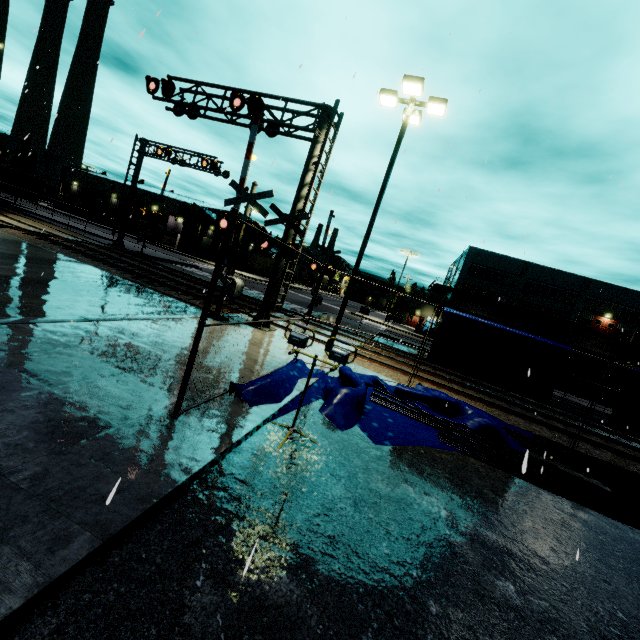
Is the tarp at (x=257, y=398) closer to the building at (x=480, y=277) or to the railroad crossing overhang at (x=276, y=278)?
the building at (x=480, y=277)

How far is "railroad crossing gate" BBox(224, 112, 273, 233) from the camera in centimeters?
1138cm

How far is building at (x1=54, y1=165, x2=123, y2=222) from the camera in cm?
5609

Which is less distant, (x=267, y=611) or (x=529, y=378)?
(x=267, y=611)

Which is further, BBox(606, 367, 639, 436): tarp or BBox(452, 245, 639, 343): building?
BBox(452, 245, 639, 343): building

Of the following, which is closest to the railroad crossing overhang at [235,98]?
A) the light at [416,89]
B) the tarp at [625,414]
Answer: the light at [416,89]

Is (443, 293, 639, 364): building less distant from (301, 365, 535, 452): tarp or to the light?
(301, 365, 535, 452): tarp

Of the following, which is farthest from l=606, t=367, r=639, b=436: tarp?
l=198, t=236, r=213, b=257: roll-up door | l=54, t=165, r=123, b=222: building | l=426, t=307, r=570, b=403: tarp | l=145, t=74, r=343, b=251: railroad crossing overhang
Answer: l=198, t=236, r=213, b=257: roll-up door
